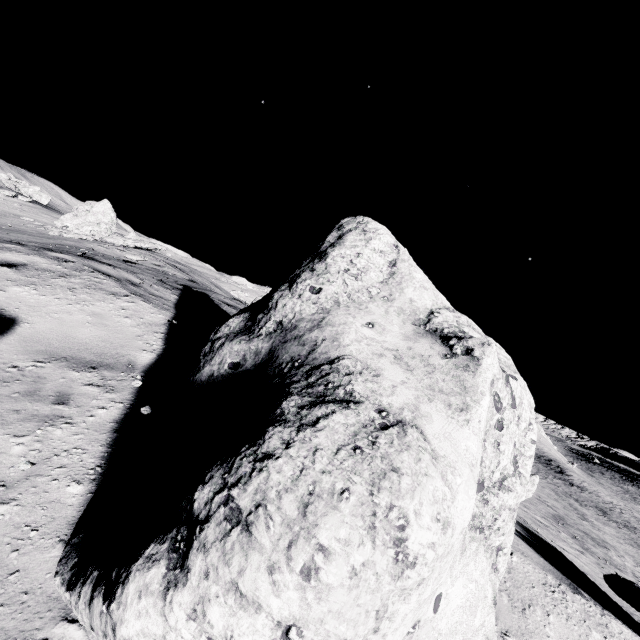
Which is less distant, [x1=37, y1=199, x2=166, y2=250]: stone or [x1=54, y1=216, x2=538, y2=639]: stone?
[x1=54, y1=216, x2=538, y2=639]: stone

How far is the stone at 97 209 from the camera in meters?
18.6 m

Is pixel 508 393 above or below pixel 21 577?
above

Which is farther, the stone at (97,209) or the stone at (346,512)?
the stone at (97,209)

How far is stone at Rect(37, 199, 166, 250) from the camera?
18.6 meters
